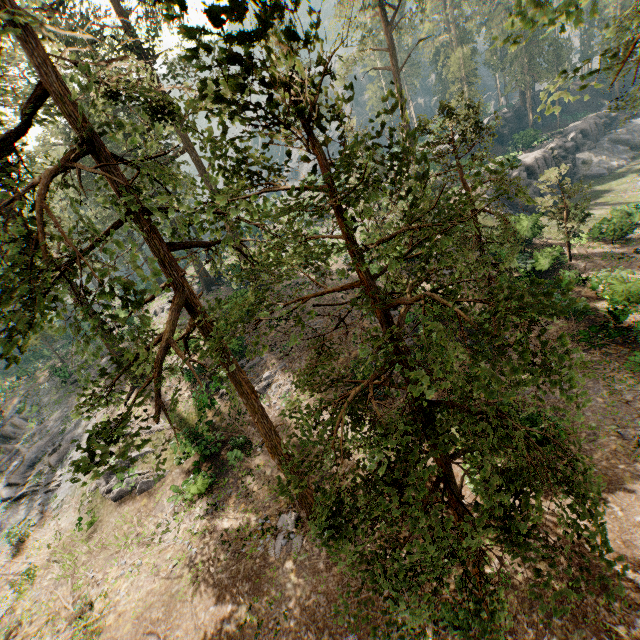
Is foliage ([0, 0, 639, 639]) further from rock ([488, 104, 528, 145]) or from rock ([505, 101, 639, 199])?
rock ([505, 101, 639, 199])

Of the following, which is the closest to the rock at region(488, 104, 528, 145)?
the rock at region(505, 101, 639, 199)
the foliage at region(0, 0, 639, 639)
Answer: the foliage at region(0, 0, 639, 639)

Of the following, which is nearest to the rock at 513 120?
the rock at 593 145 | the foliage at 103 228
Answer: the foliage at 103 228

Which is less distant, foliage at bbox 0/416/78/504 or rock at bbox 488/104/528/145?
foliage at bbox 0/416/78/504

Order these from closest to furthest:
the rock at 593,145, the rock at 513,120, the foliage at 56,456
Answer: the foliage at 56,456 < the rock at 593,145 < the rock at 513,120

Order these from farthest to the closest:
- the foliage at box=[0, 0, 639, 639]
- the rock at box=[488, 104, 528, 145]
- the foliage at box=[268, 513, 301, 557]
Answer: the rock at box=[488, 104, 528, 145] < the foliage at box=[268, 513, 301, 557] < the foliage at box=[0, 0, 639, 639]

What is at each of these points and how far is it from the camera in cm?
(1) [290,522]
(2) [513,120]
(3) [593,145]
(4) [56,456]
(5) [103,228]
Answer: (1) foliage, 1508
(2) rock, 5681
(3) rock, 4819
(4) foliage, 2498
(5) foliage, 5859

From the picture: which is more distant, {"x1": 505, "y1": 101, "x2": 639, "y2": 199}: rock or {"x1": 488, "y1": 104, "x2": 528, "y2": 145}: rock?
{"x1": 488, "y1": 104, "x2": 528, "y2": 145}: rock
